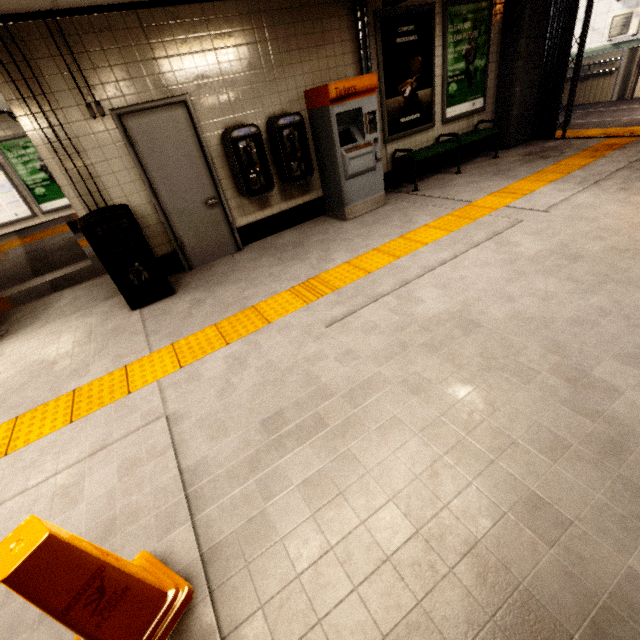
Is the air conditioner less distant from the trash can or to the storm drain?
the storm drain

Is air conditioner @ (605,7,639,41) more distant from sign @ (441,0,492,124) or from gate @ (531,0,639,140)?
sign @ (441,0,492,124)

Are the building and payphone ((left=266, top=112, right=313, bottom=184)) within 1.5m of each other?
no

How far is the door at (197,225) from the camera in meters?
4.0

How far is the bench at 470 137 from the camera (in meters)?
5.76

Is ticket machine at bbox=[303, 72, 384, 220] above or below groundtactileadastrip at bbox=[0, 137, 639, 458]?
above

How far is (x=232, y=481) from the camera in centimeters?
191cm

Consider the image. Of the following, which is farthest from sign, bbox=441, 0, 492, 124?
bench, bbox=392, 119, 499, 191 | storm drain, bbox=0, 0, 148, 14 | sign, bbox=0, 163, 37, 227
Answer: sign, bbox=0, 163, 37, 227
